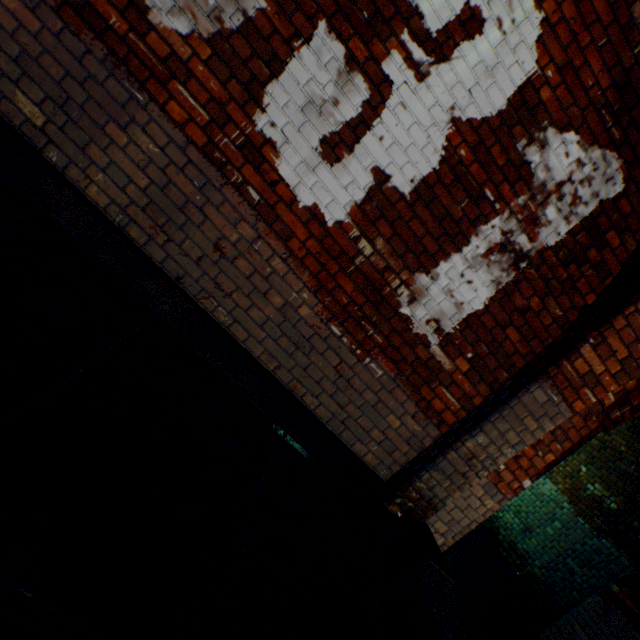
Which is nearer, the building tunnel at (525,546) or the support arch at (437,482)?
the support arch at (437,482)

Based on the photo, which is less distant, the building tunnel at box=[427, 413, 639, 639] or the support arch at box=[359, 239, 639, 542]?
the support arch at box=[359, 239, 639, 542]

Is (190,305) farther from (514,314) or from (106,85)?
(514,314)
